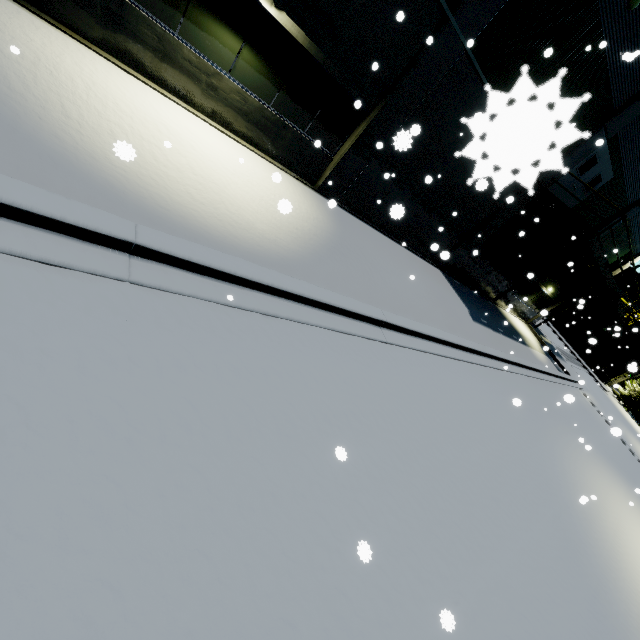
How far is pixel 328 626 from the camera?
2.8 meters

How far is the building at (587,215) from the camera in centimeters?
1554cm

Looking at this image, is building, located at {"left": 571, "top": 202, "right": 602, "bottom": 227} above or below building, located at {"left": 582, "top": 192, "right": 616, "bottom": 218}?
below

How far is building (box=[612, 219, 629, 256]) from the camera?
18.3m

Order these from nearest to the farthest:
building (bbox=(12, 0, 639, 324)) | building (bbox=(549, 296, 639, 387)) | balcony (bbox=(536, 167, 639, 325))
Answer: building (bbox=(12, 0, 639, 324)), balcony (bbox=(536, 167, 639, 325)), building (bbox=(549, 296, 639, 387))

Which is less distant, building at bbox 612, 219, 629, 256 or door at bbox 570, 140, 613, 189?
door at bbox 570, 140, 613, 189
